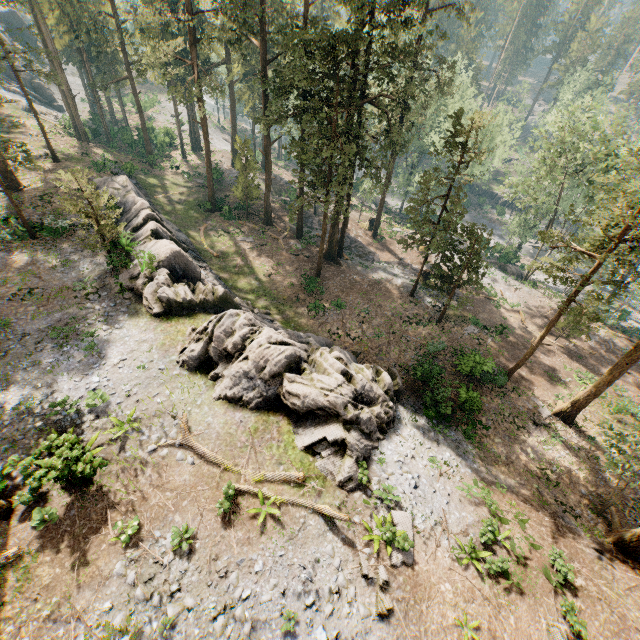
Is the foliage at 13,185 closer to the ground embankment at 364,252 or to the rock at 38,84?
the ground embankment at 364,252

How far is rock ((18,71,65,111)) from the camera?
53.6m

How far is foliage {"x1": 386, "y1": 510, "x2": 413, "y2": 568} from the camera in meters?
13.0 m

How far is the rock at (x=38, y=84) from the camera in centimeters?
5359cm

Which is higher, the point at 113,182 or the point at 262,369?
the point at 262,369

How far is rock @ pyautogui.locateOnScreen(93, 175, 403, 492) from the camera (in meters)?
16.06

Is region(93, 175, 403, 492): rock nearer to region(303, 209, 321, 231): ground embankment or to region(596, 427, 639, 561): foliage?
region(596, 427, 639, 561): foliage

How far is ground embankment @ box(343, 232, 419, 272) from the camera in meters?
37.9 m
